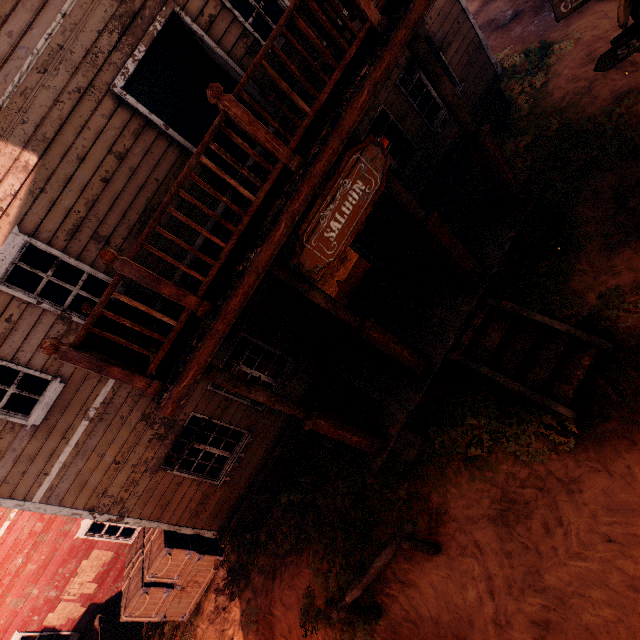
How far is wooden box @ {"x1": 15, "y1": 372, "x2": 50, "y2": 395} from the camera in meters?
5.9 m

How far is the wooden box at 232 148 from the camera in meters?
8.1

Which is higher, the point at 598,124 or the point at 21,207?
the point at 21,207

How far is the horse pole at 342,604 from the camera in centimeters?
480cm

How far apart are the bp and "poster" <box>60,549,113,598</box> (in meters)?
12.65

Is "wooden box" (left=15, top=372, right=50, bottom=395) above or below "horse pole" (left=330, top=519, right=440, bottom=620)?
above

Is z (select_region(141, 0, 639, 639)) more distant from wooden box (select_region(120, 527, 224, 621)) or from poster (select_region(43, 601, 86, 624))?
poster (select_region(43, 601, 86, 624))

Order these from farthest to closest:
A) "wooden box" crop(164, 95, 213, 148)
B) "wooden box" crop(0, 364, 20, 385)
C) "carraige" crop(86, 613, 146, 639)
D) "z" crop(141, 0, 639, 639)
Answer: "carraige" crop(86, 613, 146, 639) → "wooden box" crop(164, 95, 213, 148) → "wooden box" crop(0, 364, 20, 385) → "z" crop(141, 0, 639, 639)
